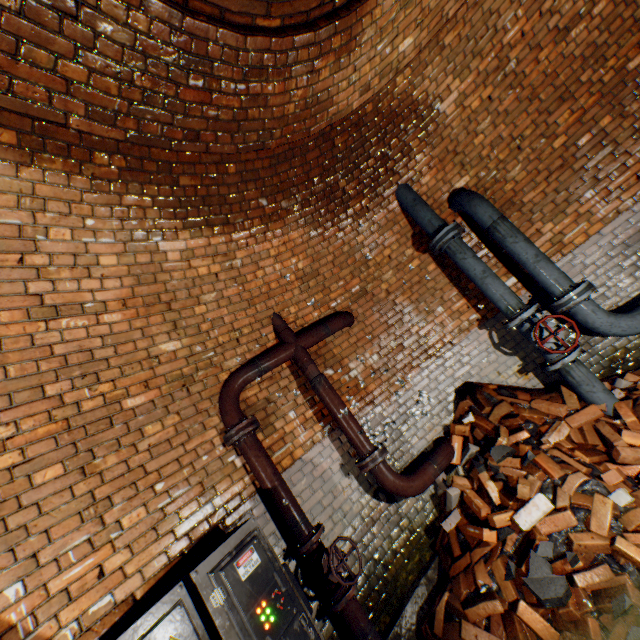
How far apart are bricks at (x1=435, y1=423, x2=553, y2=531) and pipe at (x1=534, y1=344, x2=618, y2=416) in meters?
0.9

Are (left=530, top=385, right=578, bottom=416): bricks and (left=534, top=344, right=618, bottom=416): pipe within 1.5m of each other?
yes

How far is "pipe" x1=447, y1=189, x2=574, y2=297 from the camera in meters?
3.6 m

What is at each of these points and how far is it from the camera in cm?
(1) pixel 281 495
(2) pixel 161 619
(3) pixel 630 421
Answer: (1) pipe, 297
(2) electrical box, 180
(3) bricks, 304

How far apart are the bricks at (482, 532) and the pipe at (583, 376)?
0.9 meters

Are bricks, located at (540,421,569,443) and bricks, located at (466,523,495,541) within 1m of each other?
yes

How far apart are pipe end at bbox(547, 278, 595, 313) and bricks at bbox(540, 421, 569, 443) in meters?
0.8

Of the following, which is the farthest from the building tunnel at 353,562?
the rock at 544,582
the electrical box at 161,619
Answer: the rock at 544,582
